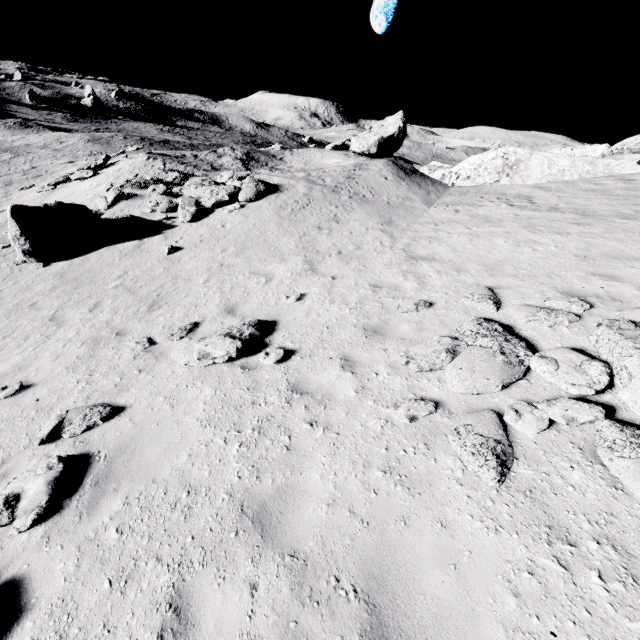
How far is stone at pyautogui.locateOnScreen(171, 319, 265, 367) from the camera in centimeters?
670cm

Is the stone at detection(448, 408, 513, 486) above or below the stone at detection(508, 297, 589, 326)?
below

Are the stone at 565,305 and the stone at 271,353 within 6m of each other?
yes

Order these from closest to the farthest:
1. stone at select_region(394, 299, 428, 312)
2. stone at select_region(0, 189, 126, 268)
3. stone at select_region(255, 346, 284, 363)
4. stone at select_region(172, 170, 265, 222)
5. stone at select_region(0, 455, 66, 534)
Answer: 1. stone at select_region(0, 455, 66, 534)
2. stone at select_region(255, 346, 284, 363)
3. stone at select_region(394, 299, 428, 312)
4. stone at select_region(0, 189, 126, 268)
5. stone at select_region(172, 170, 265, 222)

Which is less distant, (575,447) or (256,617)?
(256,617)

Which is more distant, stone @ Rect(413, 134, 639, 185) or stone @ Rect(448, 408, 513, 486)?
stone @ Rect(413, 134, 639, 185)

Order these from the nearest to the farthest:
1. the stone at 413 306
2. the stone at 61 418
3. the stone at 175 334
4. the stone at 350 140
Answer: the stone at 61 418 < the stone at 413 306 < the stone at 175 334 < the stone at 350 140

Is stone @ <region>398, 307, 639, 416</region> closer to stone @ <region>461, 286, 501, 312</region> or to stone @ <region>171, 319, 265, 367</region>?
stone @ <region>461, 286, 501, 312</region>
